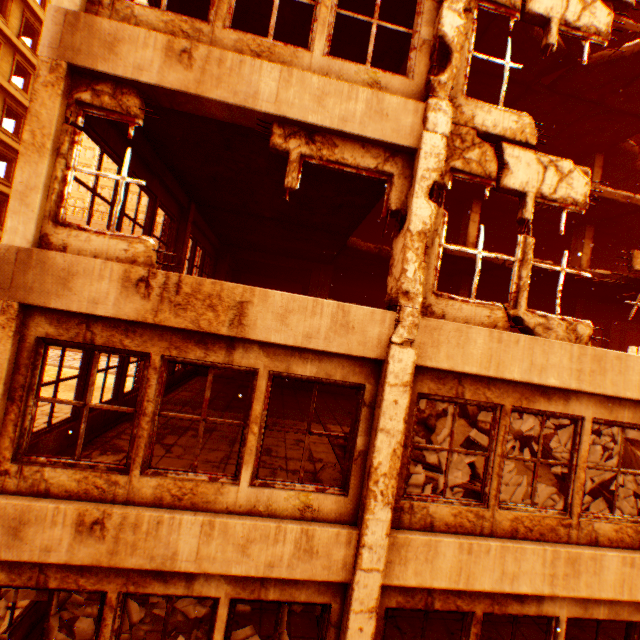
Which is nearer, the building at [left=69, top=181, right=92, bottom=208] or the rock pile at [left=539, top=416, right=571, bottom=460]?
the rock pile at [left=539, top=416, right=571, bottom=460]

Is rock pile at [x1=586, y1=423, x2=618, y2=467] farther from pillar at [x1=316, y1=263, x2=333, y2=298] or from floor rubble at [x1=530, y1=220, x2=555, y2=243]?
floor rubble at [x1=530, y1=220, x2=555, y2=243]

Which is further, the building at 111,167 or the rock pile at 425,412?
the building at 111,167

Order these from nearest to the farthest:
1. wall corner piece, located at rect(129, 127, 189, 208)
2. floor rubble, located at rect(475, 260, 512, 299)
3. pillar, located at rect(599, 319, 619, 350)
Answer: wall corner piece, located at rect(129, 127, 189, 208) → floor rubble, located at rect(475, 260, 512, 299) → pillar, located at rect(599, 319, 619, 350)

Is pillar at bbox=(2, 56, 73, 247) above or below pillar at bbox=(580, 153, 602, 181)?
below

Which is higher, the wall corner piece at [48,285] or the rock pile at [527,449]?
the wall corner piece at [48,285]

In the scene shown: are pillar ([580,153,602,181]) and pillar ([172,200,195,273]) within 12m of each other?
no

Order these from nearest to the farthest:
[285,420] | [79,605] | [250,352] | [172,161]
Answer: [250,352] → [79,605] → [172,161] → [285,420]
